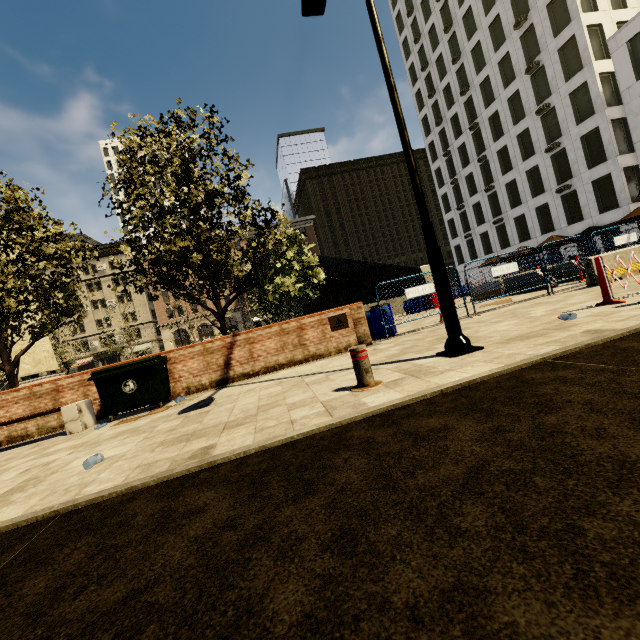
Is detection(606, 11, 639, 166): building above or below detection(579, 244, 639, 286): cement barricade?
above

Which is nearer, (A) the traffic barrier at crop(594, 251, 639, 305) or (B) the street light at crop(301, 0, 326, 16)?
(A) the traffic barrier at crop(594, 251, 639, 305)

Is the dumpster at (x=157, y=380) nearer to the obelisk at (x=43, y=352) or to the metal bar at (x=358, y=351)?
the metal bar at (x=358, y=351)

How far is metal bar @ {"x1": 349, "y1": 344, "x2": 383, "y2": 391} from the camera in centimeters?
419cm

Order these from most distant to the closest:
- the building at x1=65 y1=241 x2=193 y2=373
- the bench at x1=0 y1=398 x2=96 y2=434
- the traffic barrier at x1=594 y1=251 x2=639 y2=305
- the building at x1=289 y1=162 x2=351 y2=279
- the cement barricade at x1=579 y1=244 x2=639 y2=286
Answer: the building at x1=289 y1=162 x2=351 y2=279
the building at x1=65 y1=241 x2=193 y2=373
the cement barricade at x1=579 y1=244 x2=639 y2=286
the bench at x1=0 y1=398 x2=96 y2=434
the traffic barrier at x1=594 y1=251 x2=639 y2=305

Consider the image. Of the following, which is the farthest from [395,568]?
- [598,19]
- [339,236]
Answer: [339,236]

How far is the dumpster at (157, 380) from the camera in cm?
690

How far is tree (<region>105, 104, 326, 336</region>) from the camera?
8.6m
